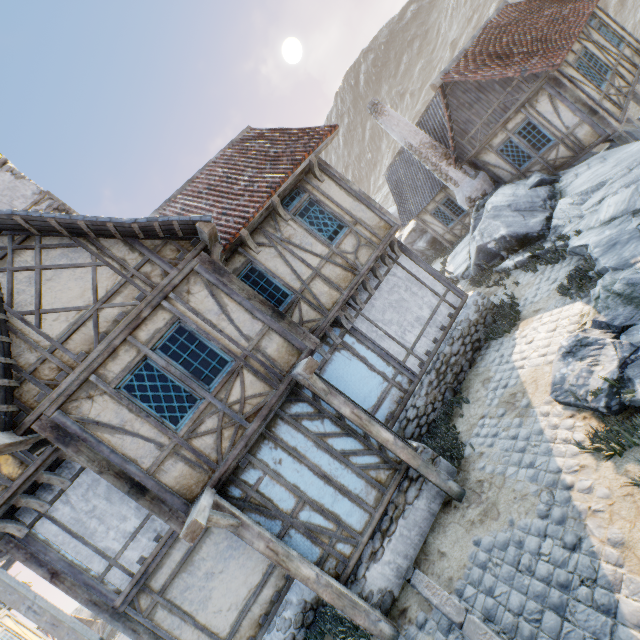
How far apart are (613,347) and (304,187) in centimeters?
730cm

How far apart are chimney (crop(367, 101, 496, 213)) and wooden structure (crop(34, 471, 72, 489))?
16.7m

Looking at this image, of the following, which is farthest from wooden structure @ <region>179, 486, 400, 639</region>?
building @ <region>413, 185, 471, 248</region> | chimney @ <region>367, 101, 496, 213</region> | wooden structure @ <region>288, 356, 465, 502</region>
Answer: building @ <region>413, 185, 471, 248</region>

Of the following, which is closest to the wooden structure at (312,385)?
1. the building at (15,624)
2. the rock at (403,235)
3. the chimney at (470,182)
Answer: the chimney at (470,182)

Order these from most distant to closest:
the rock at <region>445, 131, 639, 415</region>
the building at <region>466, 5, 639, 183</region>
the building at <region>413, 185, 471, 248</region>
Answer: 1. the building at <region>413, 185, 471, 248</region>
2. the building at <region>466, 5, 639, 183</region>
3. the rock at <region>445, 131, 639, 415</region>

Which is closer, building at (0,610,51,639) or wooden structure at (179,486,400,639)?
wooden structure at (179,486,400,639)

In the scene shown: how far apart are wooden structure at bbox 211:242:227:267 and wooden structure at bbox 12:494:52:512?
6.0m

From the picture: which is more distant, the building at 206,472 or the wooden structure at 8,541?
the wooden structure at 8,541
